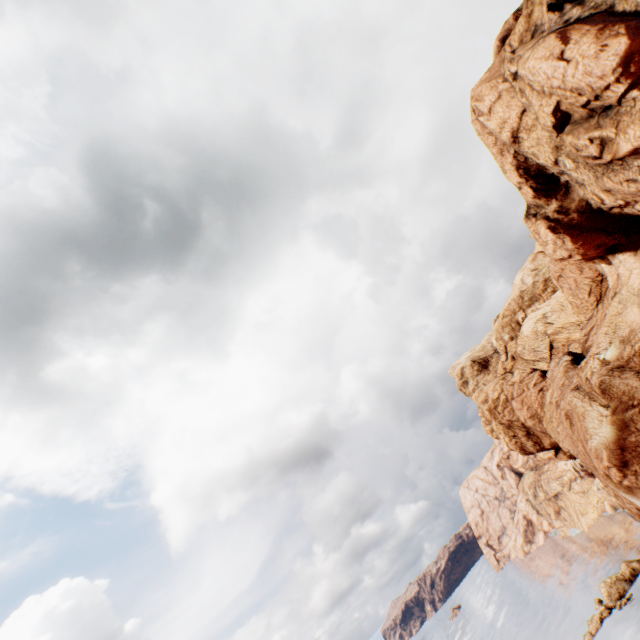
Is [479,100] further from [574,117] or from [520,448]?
[520,448]

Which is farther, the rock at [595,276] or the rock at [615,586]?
the rock at [615,586]

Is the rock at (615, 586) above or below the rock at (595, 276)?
below

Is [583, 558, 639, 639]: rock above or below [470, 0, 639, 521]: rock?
below

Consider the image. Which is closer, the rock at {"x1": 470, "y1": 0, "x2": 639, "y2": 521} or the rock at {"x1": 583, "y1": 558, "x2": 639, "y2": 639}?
the rock at {"x1": 470, "y1": 0, "x2": 639, "y2": 521}
